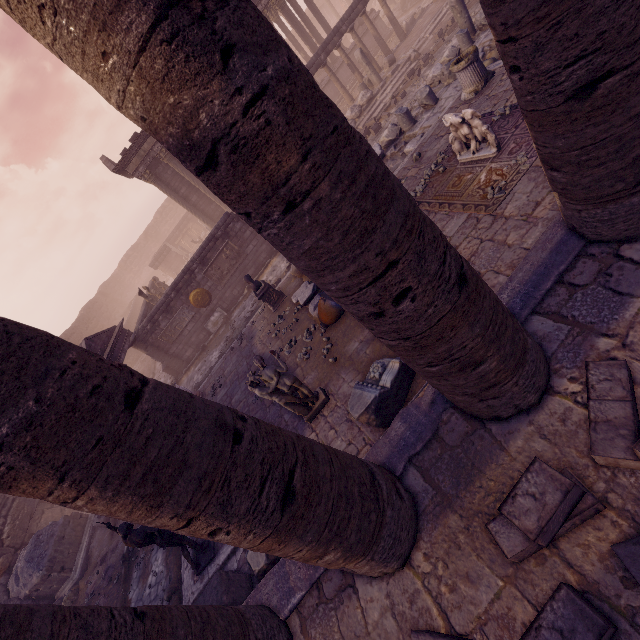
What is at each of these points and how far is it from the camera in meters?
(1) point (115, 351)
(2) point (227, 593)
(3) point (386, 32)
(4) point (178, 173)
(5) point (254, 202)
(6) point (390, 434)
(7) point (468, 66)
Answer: (1) entablature, 12.4
(2) sarcophagus, 5.3
(3) building, 21.3
(4) building, 19.8
(5) column, 1.8
(6) building base, 4.2
(7) column base, 8.2

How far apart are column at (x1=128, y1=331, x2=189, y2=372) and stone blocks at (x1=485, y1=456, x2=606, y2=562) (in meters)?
14.69

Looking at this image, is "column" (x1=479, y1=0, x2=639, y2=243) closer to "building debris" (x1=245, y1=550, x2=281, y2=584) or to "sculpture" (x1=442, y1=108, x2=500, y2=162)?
"sculpture" (x1=442, y1=108, x2=500, y2=162)

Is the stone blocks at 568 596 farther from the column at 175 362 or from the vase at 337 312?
the column at 175 362

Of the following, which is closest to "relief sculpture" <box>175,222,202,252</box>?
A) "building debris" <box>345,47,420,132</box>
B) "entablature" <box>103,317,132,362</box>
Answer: "building debris" <box>345,47,420,132</box>

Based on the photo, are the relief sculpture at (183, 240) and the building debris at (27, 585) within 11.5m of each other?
no

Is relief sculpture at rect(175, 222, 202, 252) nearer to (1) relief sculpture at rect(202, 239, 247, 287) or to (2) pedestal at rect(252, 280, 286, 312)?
(1) relief sculpture at rect(202, 239, 247, 287)

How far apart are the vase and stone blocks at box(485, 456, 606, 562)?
5.25m
